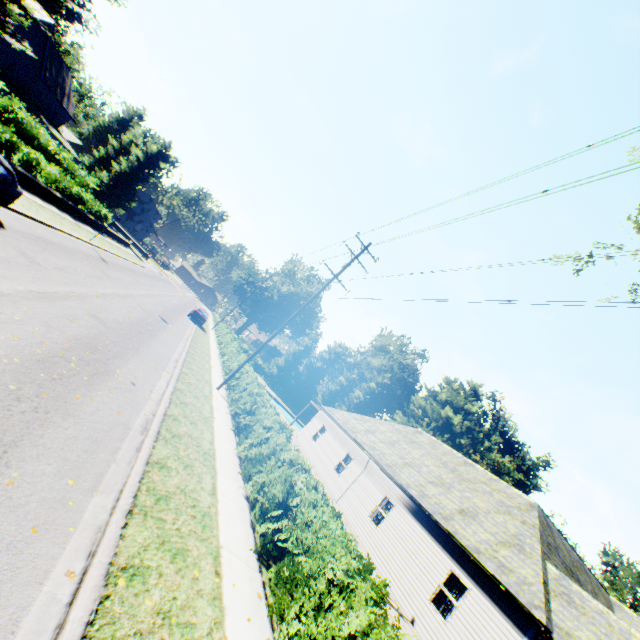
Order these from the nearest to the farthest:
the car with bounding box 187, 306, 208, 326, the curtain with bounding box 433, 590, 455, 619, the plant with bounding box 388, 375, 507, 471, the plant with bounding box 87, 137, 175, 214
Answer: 1. the curtain with bounding box 433, 590, 455, 619
2. the car with bounding box 187, 306, 208, 326
3. the plant with bounding box 388, 375, 507, 471
4. the plant with bounding box 87, 137, 175, 214

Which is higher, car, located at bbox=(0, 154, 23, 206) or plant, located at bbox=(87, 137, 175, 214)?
plant, located at bbox=(87, 137, 175, 214)

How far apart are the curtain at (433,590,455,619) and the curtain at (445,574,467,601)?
0.1m

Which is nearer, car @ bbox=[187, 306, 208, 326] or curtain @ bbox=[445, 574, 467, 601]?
curtain @ bbox=[445, 574, 467, 601]

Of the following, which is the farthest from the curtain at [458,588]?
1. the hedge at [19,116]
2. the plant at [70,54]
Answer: the plant at [70,54]

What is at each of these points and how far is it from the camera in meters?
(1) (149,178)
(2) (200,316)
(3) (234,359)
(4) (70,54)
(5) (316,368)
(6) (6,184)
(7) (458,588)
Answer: (1) plant, 52.6
(2) car, 35.2
(3) hedge, 23.2
(4) plant, 45.2
(5) tree, 53.4
(6) car, 10.0
(7) curtain, 12.4

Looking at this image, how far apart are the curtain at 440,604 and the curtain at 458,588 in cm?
8

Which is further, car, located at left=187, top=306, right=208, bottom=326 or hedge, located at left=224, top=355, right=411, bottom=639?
car, located at left=187, top=306, right=208, bottom=326
